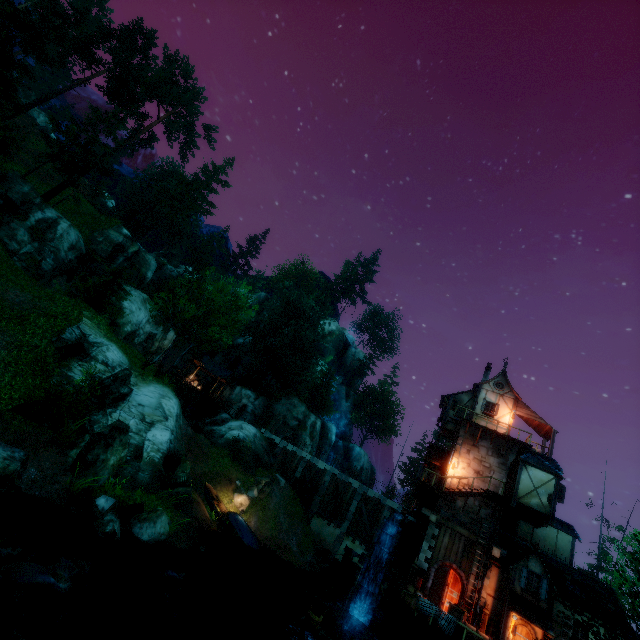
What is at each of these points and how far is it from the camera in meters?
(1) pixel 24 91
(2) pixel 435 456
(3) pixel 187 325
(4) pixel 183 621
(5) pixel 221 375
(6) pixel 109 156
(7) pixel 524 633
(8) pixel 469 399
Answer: (1) rock, 51.1
(2) building, 26.9
(3) tree, 21.5
(4) rock, 10.8
(5) building, 43.5
(6) tree, 33.6
(7) door, 18.2
(8) building, 28.5

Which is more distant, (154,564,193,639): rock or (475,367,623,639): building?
(475,367,623,639): building

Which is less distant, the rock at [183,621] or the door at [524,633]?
the rock at [183,621]

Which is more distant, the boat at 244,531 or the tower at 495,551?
the boat at 244,531

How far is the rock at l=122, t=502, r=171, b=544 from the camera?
13.2 meters

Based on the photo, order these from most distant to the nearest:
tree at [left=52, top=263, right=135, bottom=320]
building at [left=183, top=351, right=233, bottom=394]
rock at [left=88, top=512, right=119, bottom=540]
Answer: building at [left=183, top=351, right=233, bottom=394] → tree at [left=52, top=263, right=135, bottom=320] → rock at [left=88, top=512, right=119, bottom=540]

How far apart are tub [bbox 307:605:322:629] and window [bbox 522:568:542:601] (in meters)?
13.62

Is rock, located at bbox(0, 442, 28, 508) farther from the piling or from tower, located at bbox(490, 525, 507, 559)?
tower, located at bbox(490, 525, 507, 559)
